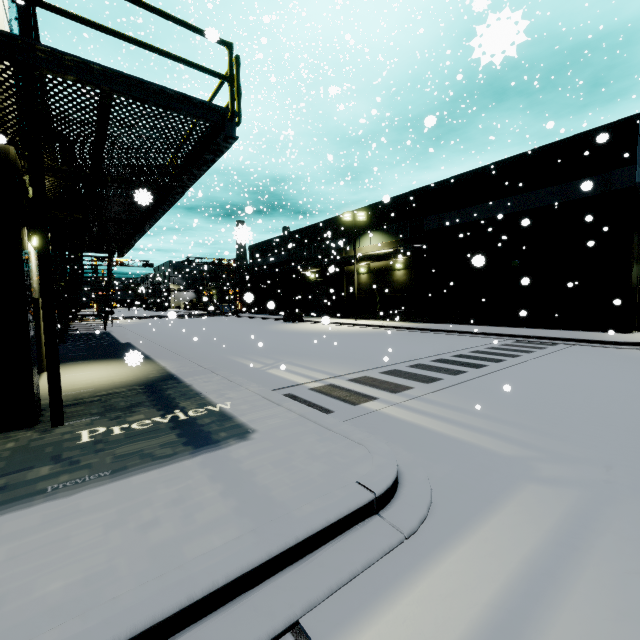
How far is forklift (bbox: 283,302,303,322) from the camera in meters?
32.5

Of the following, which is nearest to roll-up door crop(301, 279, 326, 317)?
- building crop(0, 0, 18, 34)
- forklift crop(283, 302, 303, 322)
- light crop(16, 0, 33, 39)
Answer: building crop(0, 0, 18, 34)

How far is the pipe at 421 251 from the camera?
25.3 meters

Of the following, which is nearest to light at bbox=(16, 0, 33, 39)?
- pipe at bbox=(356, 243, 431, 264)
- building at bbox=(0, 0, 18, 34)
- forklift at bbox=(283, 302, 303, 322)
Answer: building at bbox=(0, 0, 18, 34)

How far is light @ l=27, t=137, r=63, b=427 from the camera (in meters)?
5.44

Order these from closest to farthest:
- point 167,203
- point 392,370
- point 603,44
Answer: point 167,203
point 392,370
point 603,44

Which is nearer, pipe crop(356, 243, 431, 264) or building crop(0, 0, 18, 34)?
building crop(0, 0, 18, 34)

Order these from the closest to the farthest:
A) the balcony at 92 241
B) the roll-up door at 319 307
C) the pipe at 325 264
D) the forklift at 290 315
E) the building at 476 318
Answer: the balcony at 92 241 → the building at 476 318 → the pipe at 325 264 → the forklift at 290 315 → the roll-up door at 319 307
